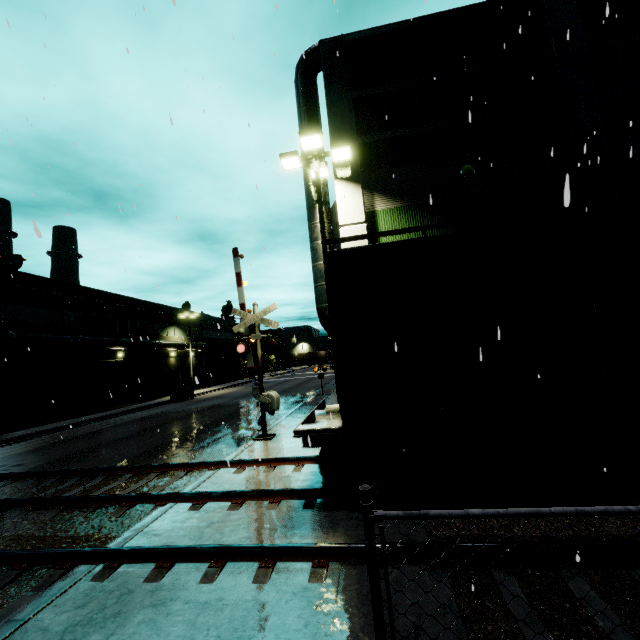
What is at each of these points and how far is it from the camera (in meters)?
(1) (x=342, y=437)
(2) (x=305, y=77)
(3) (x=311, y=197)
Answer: (1) flatcar, 6.19
(2) vent duct, 13.38
(3) vent duct, 12.84

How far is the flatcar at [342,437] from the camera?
6.1 meters

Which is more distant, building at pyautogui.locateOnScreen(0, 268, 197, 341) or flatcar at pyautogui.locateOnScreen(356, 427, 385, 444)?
building at pyautogui.locateOnScreen(0, 268, 197, 341)

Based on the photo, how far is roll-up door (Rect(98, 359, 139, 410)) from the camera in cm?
2931

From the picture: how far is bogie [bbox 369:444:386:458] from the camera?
6.1m

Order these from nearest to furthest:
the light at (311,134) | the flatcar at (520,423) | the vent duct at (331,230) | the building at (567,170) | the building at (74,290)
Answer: the flatcar at (520,423), the light at (311,134), the building at (567,170), the vent duct at (331,230), the building at (74,290)

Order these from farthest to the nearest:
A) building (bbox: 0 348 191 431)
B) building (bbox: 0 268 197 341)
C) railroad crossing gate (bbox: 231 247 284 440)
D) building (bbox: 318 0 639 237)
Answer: building (bbox: 0 268 197 341)
building (bbox: 0 348 191 431)
railroad crossing gate (bbox: 231 247 284 440)
building (bbox: 318 0 639 237)

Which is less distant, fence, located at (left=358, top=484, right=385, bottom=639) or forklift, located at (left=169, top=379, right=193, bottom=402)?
fence, located at (left=358, top=484, right=385, bottom=639)
